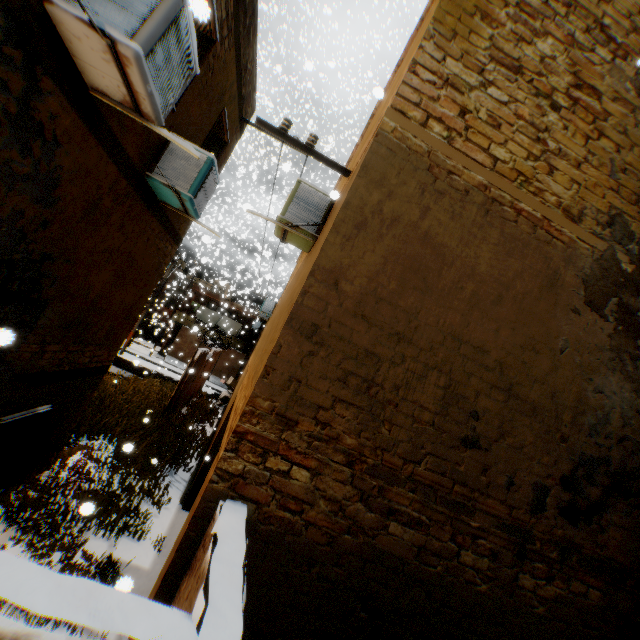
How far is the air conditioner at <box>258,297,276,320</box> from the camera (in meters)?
17.72

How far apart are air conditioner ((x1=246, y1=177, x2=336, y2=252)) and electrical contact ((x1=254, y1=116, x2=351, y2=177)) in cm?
42

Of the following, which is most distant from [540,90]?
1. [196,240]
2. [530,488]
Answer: [196,240]

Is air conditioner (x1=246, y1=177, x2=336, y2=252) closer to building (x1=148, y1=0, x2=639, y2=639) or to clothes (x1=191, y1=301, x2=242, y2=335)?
building (x1=148, y1=0, x2=639, y2=639)

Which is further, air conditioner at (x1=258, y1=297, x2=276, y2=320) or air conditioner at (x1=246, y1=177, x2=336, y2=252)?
air conditioner at (x1=258, y1=297, x2=276, y2=320)

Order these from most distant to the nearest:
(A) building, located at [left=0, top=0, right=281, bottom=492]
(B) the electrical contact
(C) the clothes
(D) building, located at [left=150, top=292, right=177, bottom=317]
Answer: (D) building, located at [left=150, top=292, right=177, bottom=317]
(C) the clothes
(B) the electrical contact
(A) building, located at [left=0, top=0, right=281, bottom=492]

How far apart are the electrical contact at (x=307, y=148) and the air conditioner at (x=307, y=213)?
0.4m

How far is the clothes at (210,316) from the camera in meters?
29.5
